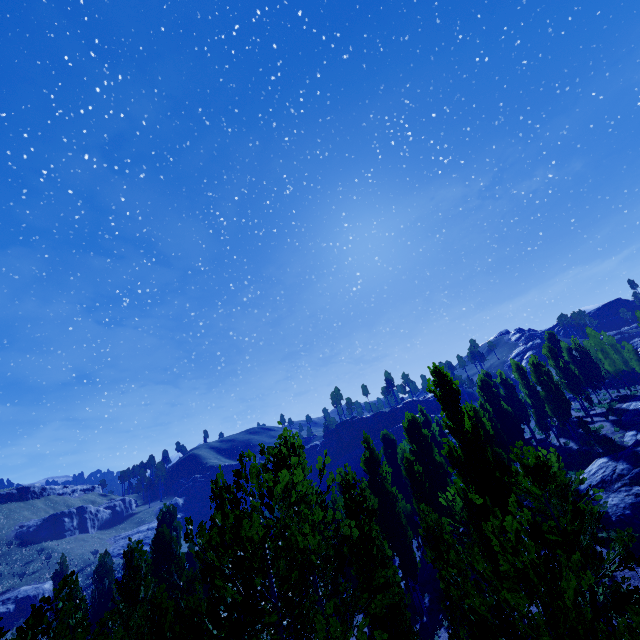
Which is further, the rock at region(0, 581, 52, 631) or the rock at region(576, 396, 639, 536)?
the rock at region(0, 581, 52, 631)

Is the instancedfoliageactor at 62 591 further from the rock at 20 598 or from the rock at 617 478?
the rock at 20 598

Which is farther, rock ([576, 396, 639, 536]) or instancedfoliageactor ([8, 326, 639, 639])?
rock ([576, 396, 639, 536])

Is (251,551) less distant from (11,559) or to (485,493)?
(485,493)

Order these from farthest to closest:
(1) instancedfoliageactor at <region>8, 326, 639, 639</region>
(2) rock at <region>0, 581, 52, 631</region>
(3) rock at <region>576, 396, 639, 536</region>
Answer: (2) rock at <region>0, 581, 52, 631</region> < (3) rock at <region>576, 396, 639, 536</region> < (1) instancedfoliageactor at <region>8, 326, 639, 639</region>

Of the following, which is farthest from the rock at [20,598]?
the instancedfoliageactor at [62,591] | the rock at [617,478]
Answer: the rock at [617,478]

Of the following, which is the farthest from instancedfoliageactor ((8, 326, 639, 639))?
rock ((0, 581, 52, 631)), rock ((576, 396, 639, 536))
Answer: rock ((0, 581, 52, 631))

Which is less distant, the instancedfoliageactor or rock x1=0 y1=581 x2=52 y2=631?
the instancedfoliageactor
